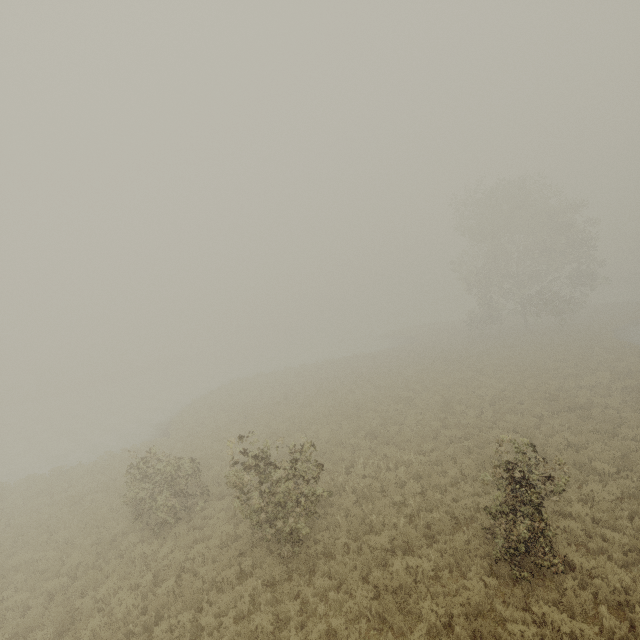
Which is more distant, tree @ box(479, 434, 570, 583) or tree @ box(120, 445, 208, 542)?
tree @ box(120, 445, 208, 542)

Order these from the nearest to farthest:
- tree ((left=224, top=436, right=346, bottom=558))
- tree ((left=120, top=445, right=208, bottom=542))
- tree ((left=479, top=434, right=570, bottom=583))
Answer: tree ((left=479, top=434, right=570, bottom=583))
tree ((left=224, top=436, right=346, bottom=558))
tree ((left=120, top=445, right=208, bottom=542))

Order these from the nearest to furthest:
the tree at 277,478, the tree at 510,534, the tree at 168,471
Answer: the tree at 510,534, the tree at 277,478, the tree at 168,471

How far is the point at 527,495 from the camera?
7.35m

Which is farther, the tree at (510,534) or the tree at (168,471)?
the tree at (168,471)

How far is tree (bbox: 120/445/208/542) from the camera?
11.99m
